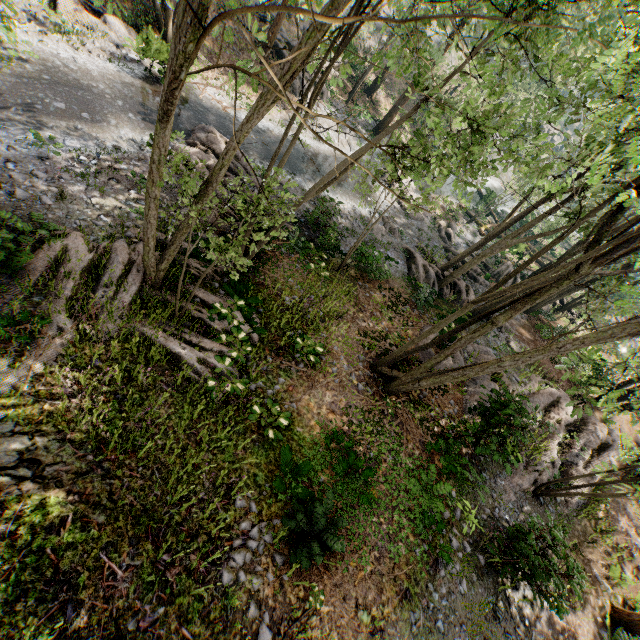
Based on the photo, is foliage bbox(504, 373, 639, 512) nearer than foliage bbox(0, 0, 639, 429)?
No

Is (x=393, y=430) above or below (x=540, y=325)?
below

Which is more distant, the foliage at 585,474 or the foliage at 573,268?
the foliage at 585,474
